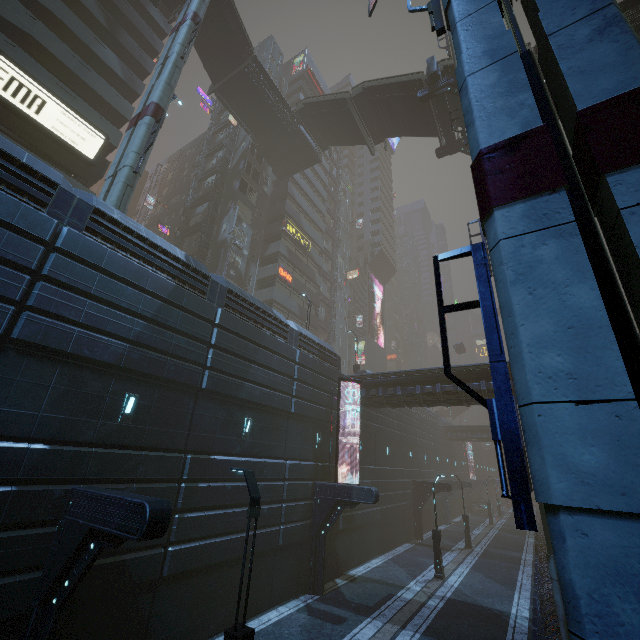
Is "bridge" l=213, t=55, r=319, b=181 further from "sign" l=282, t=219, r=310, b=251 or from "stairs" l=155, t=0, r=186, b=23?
"sign" l=282, t=219, r=310, b=251

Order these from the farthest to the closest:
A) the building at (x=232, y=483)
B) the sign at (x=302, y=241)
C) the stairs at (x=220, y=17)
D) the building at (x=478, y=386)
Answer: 1. the sign at (x=302, y=241)
2. the stairs at (x=220, y=17)
3. the building at (x=478, y=386)
4. the building at (x=232, y=483)

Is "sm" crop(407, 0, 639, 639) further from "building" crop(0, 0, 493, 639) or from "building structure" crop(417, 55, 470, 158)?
"building" crop(0, 0, 493, 639)

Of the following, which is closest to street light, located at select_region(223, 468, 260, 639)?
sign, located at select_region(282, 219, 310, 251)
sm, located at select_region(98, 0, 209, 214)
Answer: sm, located at select_region(98, 0, 209, 214)

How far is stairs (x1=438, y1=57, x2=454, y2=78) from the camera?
23.1m

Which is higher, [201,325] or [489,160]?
[201,325]

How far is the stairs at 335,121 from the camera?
25.9m
